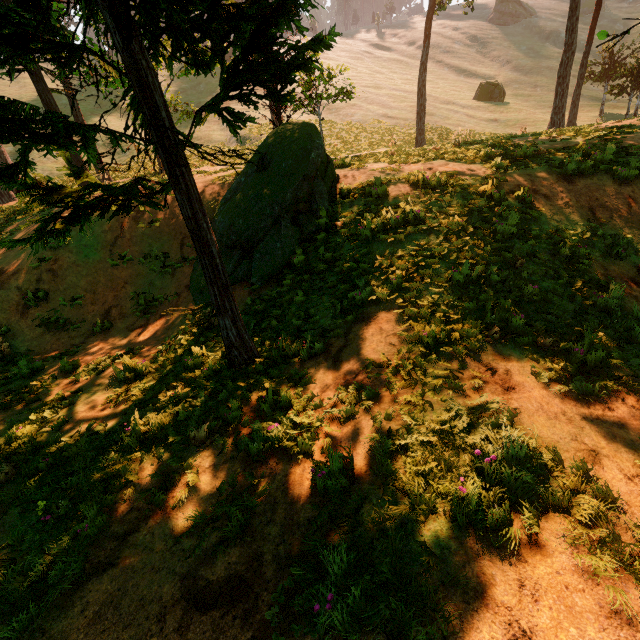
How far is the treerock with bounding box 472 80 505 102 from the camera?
42.8 meters

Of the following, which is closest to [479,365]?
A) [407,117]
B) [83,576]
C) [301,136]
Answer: [83,576]

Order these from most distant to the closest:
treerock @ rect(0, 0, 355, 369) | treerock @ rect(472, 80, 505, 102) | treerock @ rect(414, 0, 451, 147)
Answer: treerock @ rect(472, 80, 505, 102) < treerock @ rect(414, 0, 451, 147) < treerock @ rect(0, 0, 355, 369)

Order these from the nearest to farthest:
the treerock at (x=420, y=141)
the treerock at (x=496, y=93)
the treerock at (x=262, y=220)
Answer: the treerock at (x=262, y=220) → the treerock at (x=420, y=141) → the treerock at (x=496, y=93)

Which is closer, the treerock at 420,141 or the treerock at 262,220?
the treerock at 262,220

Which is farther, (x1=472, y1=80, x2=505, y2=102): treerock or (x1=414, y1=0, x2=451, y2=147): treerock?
(x1=472, y1=80, x2=505, y2=102): treerock
